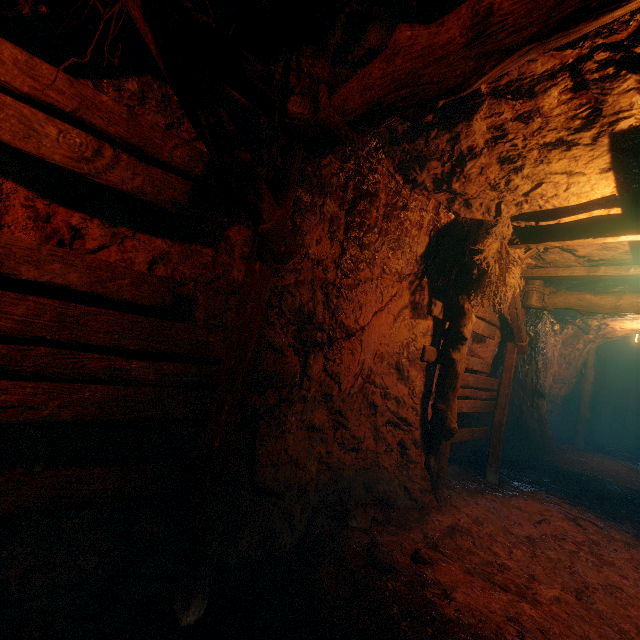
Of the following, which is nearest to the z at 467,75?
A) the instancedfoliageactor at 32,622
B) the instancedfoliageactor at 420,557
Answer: the instancedfoliageactor at 32,622

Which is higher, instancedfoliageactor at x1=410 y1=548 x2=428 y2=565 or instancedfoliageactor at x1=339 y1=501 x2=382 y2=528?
instancedfoliageactor at x1=410 y1=548 x2=428 y2=565

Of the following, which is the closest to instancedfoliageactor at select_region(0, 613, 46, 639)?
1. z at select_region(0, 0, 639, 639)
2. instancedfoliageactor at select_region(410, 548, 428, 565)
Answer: z at select_region(0, 0, 639, 639)

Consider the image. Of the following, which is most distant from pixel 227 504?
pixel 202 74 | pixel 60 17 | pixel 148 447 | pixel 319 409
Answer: pixel 60 17

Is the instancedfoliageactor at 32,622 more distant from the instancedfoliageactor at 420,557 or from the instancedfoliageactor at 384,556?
the instancedfoliageactor at 420,557

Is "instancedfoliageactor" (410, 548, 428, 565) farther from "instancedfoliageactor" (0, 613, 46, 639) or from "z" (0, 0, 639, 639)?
"instancedfoliageactor" (0, 613, 46, 639)

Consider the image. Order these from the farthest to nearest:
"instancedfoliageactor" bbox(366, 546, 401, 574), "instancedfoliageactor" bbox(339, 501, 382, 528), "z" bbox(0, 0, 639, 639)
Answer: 1. "instancedfoliageactor" bbox(339, 501, 382, 528)
2. "instancedfoliageactor" bbox(366, 546, 401, 574)
3. "z" bbox(0, 0, 639, 639)

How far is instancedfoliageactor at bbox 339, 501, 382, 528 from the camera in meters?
3.9 m
